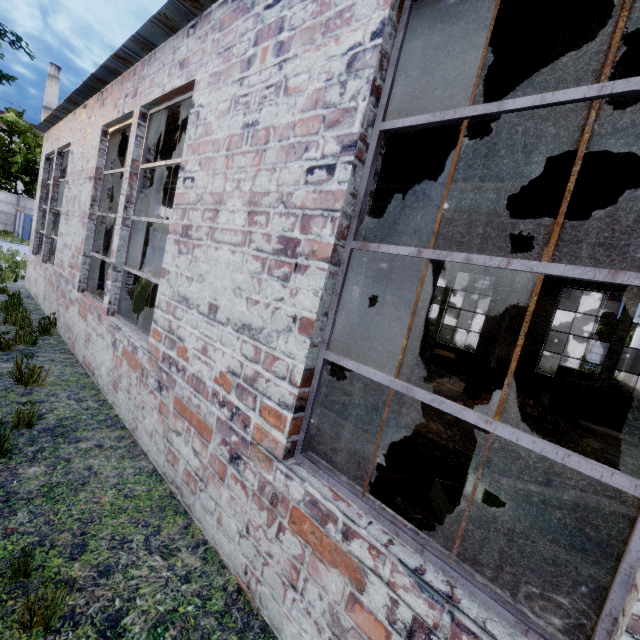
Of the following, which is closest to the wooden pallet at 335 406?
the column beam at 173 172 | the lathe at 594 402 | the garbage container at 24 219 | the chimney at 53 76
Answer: the column beam at 173 172

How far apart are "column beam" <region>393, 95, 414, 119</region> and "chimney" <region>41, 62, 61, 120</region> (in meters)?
67.58

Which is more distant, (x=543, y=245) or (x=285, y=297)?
(x=543, y=245)

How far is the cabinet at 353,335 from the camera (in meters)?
13.90

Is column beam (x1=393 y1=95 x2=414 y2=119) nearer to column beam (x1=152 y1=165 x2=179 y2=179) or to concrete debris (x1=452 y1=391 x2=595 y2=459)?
concrete debris (x1=452 y1=391 x2=595 y2=459)

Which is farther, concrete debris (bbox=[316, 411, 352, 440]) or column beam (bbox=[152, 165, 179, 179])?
column beam (bbox=[152, 165, 179, 179])

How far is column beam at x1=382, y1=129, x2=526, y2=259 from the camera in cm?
389
